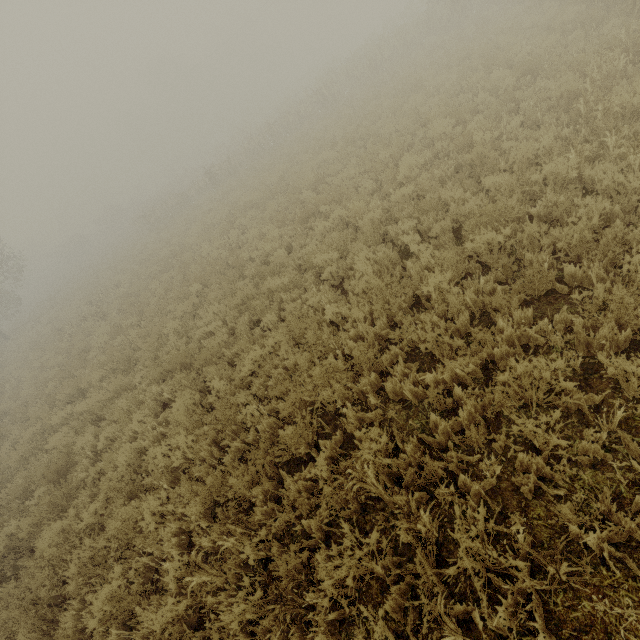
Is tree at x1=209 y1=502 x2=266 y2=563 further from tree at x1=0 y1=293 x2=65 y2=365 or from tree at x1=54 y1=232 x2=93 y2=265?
tree at x1=54 y1=232 x2=93 y2=265

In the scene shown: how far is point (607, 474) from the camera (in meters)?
2.83

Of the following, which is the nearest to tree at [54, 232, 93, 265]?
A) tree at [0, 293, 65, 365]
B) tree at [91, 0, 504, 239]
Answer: tree at [91, 0, 504, 239]

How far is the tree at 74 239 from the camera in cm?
5140

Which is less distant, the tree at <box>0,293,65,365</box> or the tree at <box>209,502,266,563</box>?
the tree at <box>209,502,266,563</box>

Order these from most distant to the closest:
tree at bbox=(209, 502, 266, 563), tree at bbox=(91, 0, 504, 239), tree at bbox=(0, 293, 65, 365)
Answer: tree at bbox=(0, 293, 65, 365) < tree at bbox=(91, 0, 504, 239) < tree at bbox=(209, 502, 266, 563)

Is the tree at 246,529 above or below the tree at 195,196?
below

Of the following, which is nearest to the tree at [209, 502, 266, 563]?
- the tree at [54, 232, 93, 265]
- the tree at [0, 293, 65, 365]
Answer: the tree at [0, 293, 65, 365]
